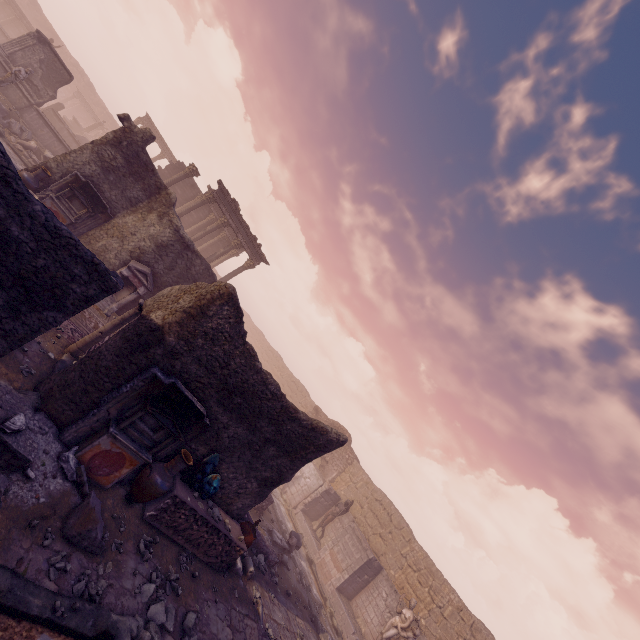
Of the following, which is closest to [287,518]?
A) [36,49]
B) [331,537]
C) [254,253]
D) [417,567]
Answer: [331,537]

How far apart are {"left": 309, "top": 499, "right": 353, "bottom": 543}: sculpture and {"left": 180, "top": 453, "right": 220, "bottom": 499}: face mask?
12.9 meters

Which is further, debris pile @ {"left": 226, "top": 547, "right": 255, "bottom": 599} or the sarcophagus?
debris pile @ {"left": 226, "top": 547, "right": 255, "bottom": 599}

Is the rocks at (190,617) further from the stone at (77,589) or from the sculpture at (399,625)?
the sculpture at (399,625)

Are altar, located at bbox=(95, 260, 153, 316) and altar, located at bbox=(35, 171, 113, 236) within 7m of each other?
yes

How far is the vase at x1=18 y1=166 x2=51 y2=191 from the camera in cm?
1100

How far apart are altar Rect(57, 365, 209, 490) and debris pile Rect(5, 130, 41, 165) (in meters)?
15.36

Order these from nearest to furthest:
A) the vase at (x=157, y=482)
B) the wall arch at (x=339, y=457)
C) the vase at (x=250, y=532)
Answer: the vase at (x=157, y=482) < the vase at (x=250, y=532) < the wall arch at (x=339, y=457)
